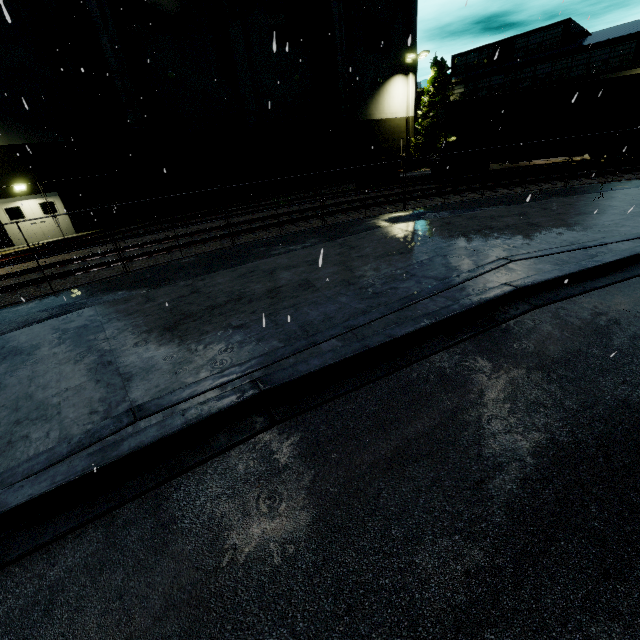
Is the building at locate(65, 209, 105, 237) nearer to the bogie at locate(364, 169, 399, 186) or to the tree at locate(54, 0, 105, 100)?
the tree at locate(54, 0, 105, 100)

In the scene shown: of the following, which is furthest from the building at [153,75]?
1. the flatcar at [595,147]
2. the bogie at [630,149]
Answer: the bogie at [630,149]

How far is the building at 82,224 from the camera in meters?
19.6

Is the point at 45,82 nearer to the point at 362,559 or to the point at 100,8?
the point at 100,8

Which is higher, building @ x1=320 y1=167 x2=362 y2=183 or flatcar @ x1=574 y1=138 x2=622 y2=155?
flatcar @ x1=574 y1=138 x2=622 y2=155

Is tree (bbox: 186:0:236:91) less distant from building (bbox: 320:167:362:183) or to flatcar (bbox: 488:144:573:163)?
building (bbox: 320:167:362:183)

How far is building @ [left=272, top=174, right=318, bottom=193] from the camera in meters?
27.6

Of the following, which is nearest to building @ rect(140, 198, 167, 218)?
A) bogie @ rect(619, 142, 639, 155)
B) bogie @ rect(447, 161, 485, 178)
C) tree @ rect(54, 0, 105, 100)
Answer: tree @ rect(54, 0, 105, 100)
